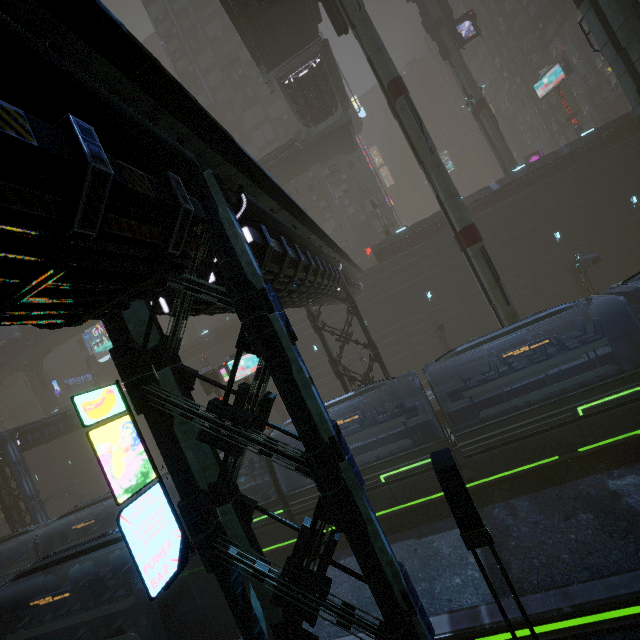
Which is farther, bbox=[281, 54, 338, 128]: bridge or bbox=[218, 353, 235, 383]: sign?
bbox=[281, 54, 338, 128]: bridge

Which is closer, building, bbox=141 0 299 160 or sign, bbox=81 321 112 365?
building, bbox=141 0 299 160

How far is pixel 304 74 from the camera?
25.8m

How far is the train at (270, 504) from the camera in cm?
1511

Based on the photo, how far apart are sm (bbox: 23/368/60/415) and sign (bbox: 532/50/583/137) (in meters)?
74.87

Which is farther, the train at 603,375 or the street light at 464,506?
the train at 603,375

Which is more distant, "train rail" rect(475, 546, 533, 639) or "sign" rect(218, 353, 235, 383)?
"sign" rect(218, 353, 235, 383)

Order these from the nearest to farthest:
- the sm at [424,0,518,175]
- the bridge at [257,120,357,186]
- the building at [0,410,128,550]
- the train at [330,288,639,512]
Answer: the train at [330,288,639,512] < the building at [0,410,128,550] < the sm at [424,0,518,175] < the bridge at [257,120,357,186]
